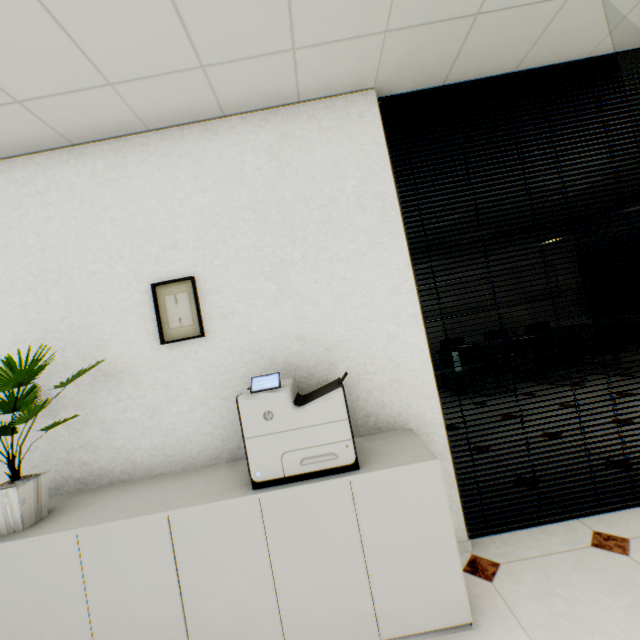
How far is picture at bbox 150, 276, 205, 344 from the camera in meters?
2.0

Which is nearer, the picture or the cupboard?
the cupboard

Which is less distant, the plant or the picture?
the plant

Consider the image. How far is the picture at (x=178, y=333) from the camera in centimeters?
203cm

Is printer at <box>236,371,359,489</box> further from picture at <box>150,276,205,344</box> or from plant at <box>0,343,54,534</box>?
plant at <box>0,343,54,534</box>

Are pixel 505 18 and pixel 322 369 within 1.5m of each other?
no

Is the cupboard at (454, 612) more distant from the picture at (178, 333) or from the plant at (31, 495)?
the picture at (178, 333)

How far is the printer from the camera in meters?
1.5
